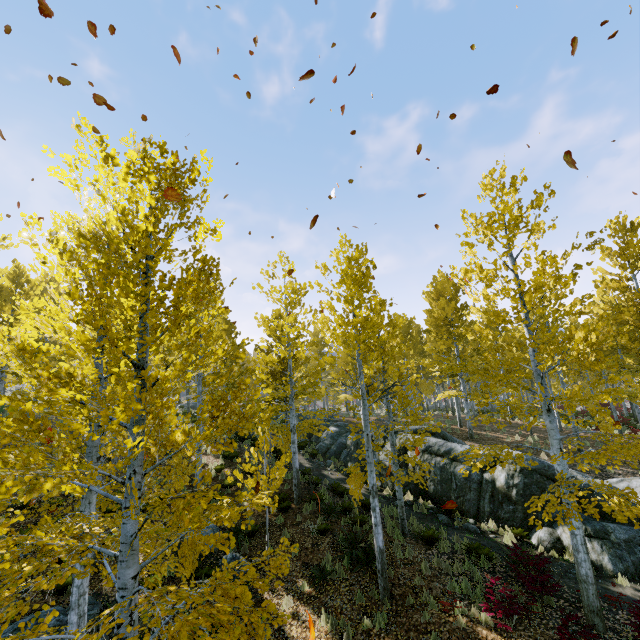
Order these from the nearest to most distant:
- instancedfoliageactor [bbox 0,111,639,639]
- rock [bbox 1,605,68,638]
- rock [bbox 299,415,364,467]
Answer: instancedfoliageactor [bbox 0,111,639,639] < rock [bbox 1,605,68,638] < rock [bbox 299,415,364,467]

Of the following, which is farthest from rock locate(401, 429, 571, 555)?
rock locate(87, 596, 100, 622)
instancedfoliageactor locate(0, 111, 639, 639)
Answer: rock locate(87, 596, 100, 622)

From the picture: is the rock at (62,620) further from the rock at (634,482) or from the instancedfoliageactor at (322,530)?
the rock at (634,482)

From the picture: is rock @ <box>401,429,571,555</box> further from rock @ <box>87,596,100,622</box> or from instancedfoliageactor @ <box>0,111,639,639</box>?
rock @ <box>87,596,100,622</box>

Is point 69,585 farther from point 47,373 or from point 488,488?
point 488,488

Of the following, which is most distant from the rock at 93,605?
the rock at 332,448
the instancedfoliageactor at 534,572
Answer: the rock at 332,448

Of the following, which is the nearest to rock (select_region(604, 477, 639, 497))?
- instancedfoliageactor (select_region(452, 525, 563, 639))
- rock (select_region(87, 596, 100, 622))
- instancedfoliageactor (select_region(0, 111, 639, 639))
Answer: instancedfoliageactor (select_region(0, 111, 639, 639))

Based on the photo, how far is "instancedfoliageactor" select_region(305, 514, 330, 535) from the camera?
11.4m
